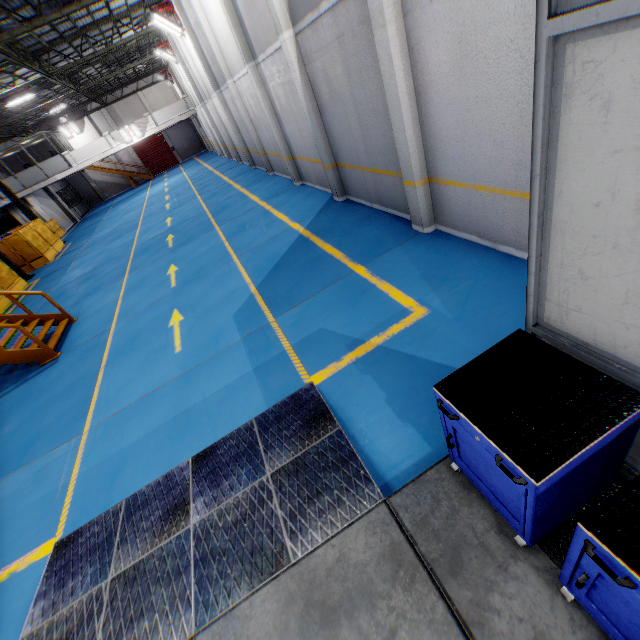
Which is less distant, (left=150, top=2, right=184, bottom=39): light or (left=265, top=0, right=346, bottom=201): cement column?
(left=265, top=0, right=346, bottom=201): cement column

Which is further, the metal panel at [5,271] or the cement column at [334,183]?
the metal panel at [5,271]

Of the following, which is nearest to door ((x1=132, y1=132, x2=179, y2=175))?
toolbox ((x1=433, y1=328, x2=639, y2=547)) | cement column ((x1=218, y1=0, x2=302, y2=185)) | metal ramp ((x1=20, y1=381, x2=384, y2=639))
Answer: cement column ((x1=218, y1=0, x2=302, y2=185))

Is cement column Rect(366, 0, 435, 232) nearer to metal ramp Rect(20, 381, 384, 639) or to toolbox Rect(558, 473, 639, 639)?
metal ramp Rect(20, 381, 384, 639)

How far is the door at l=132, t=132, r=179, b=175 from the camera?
39.1m

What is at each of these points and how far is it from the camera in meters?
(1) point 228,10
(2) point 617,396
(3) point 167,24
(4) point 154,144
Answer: (1) cement column, 9.7 m
(2) toolbox, 1.8 m
(3) light, 16.4 m
(4) door, 39.5 m

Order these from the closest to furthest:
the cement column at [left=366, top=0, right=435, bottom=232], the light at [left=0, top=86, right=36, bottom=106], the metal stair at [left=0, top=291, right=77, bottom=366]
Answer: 1. the cement column at [left=366, top=0, right=435, bottom=232]
2. the metal stair at [left=0, top=291, right=77, bottom=366]
3. the light at [left=0, top=86, right=36, bottom=106]

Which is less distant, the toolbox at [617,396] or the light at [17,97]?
the toolbox at [617,396]
